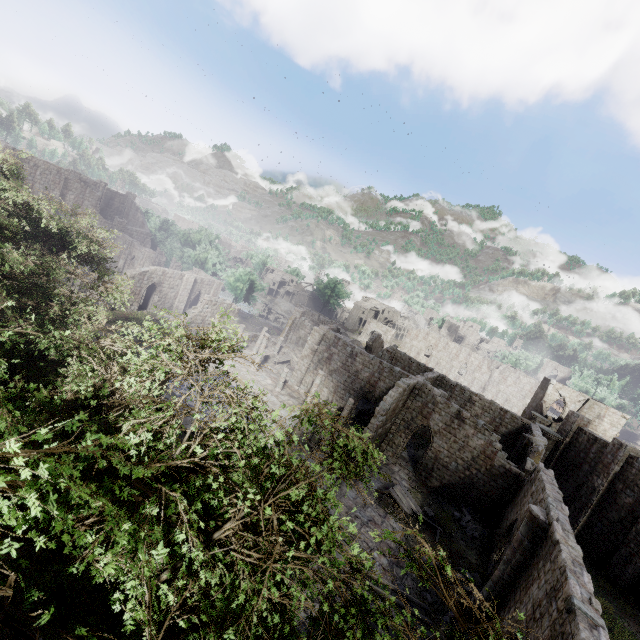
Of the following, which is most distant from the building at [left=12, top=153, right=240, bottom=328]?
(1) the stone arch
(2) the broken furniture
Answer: (1) the stone arch

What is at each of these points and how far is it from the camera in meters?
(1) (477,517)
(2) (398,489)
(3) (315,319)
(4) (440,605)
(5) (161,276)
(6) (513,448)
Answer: (1) rubble, 21.8 m
(2) broken furniture, 21.2 m
(3) stone arch, 54.0 m
(4) rubble, 14.9 m
(5) building, 39.4 m
(6) building, 30.1 m

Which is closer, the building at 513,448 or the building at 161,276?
the building at 513,448

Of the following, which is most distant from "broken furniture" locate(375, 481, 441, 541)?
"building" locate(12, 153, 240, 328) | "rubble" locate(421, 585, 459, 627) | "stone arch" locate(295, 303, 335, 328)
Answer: "stone arch" locate(295, 303, 335, 328)

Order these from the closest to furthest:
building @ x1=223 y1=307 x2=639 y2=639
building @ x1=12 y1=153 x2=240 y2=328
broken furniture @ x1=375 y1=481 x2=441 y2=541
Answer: building @ x1=223 y1=307 x2=639 y2=639
broken furniture @ x1=375 y1=481 x2=441 y2=541
building @ x1=12 y1=153 x2=240 y2=328

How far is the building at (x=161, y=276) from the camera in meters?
36.3 m

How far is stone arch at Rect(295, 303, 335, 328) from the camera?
53.0 meters

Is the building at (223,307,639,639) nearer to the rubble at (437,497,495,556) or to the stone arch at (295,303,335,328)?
the rubble at (437,497,495,556)
